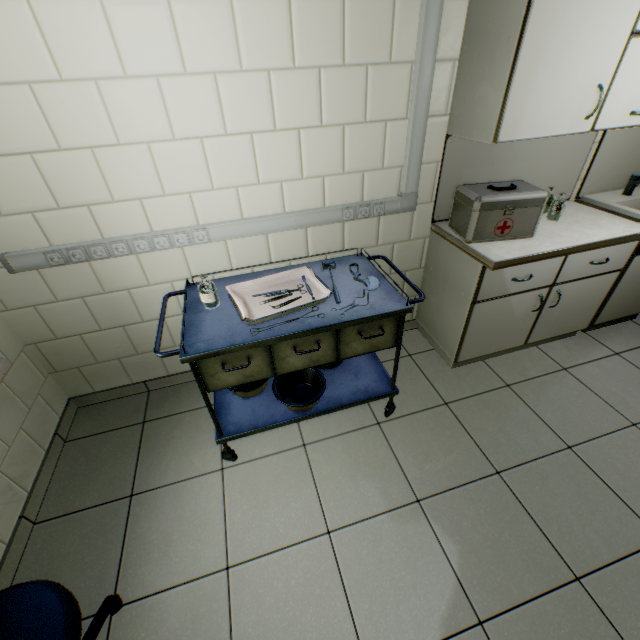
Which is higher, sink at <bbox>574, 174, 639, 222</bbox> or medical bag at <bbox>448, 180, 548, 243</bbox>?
medical bag at <bbox>448, 180, 548, 243</bbox>

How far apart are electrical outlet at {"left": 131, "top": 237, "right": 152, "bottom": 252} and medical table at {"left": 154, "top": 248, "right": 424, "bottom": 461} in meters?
0.2

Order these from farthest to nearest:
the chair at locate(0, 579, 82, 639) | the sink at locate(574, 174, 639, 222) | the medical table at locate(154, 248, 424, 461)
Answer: the sink at locate(574, 174, 639, 222) < the medical table at locate(154, 248, 424, 461) < the chair at locate(0, 579, 82, 639)

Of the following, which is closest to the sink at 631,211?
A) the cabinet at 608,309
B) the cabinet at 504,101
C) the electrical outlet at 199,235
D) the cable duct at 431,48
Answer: the cabinet at 608,309

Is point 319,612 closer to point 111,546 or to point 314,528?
point 314,528

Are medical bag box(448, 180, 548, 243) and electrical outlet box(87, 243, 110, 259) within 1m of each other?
no

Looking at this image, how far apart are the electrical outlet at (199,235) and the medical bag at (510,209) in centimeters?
153cm

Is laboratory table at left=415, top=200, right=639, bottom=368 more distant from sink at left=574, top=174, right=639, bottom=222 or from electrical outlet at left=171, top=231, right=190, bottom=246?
electrical outlet at left=171, top=231, right=190, bottom=246
